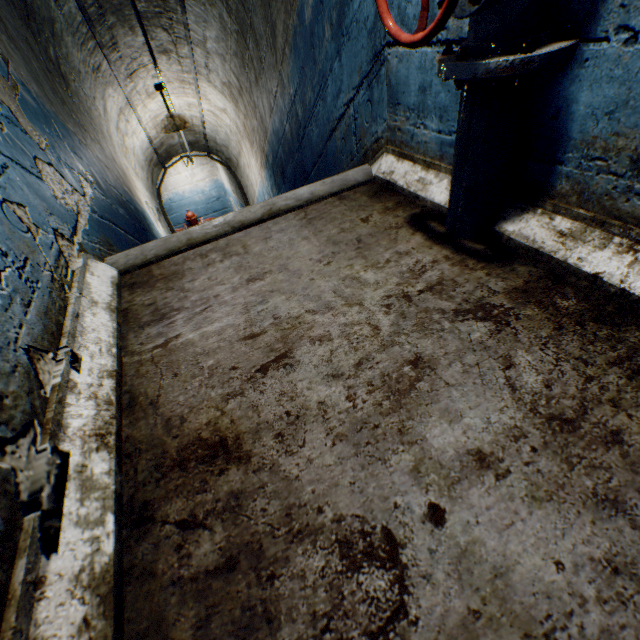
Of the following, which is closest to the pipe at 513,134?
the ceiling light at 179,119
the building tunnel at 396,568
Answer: the building tunnel at 396,568

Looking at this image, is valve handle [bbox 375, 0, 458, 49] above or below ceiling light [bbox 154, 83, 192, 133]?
above

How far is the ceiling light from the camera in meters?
4.0

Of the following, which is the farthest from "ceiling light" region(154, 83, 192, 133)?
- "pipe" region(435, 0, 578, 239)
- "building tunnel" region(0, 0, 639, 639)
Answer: "pipe" region(435, 0, 578, 239)

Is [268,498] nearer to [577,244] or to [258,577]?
[258,577]

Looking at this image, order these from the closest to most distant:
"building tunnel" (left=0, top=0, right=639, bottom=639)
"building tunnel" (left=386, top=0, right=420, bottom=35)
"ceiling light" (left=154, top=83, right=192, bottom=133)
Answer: "building tunnel" (left=0, top=0, right=639, bottom=639), "building tunnel" (left=386, top=0, right=420, bottom=35), "ceiling light" (left=154, top=83, right=192, bottom=133)

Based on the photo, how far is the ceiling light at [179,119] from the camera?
4.02m

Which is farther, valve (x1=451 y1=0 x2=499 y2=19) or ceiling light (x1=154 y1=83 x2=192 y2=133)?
ceiling light (x1=154 y1=83 x2=192 y2=133)
